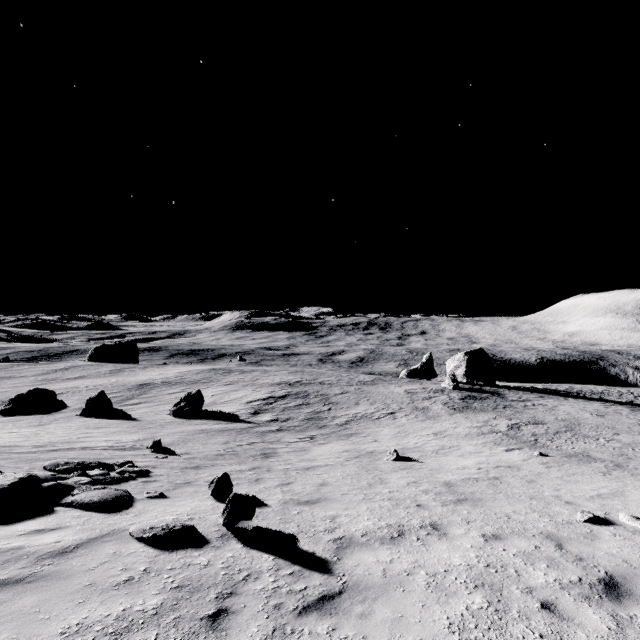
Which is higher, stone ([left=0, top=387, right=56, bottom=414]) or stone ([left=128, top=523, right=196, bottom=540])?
stone ([left=128, top=523, right=196, bottom=540])

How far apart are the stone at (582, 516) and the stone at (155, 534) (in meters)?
8.25

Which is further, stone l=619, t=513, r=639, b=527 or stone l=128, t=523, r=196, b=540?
stone l=619, t=513, r=639, b=527

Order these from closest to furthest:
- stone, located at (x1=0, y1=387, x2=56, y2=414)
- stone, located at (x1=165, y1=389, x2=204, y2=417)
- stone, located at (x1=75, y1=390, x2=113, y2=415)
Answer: stone, located at (x1=165, y1=389, x2=204, y2=417) → stone, located at (x1=75, y1=390, x2=113, y2=415) → stone, located at (x1=0, y1=387, x2=56, y2=414)

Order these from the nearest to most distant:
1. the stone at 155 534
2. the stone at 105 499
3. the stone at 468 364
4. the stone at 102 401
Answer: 1. the stone at 155 534
2. the stone at 105 499
3. the stone at 102 401
4. the stone at 468 364

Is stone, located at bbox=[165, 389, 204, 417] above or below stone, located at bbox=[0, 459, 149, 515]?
below

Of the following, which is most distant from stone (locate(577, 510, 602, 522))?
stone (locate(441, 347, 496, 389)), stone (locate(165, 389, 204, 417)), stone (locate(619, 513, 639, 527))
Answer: stone (locate(441, 347, 496, 389))

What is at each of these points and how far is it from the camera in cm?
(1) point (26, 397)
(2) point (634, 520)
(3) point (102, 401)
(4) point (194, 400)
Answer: (1) stone, 3353
(2) stone, 700
(3) stone, 2862
(4) stone, 2806
